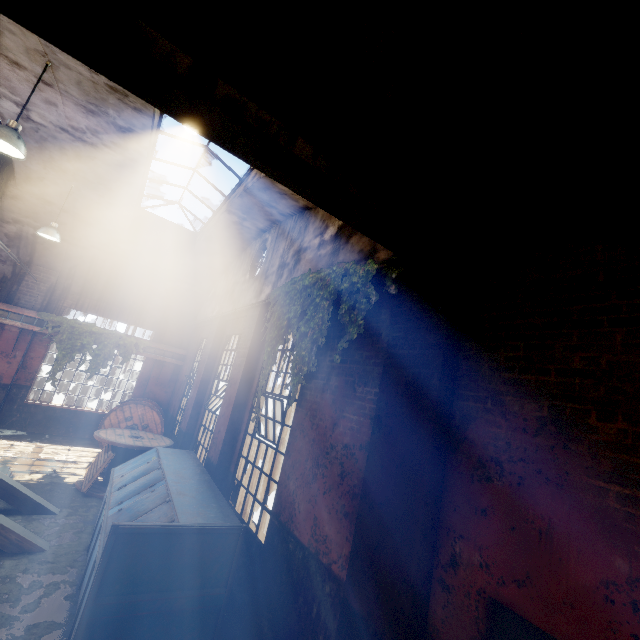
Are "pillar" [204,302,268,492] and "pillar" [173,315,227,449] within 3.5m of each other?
yes

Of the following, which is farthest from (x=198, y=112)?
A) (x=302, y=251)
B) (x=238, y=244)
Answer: (x=238, y=244)

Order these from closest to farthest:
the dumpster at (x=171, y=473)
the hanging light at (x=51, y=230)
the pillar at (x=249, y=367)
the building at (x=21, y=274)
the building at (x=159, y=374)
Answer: the dumpster at (x=171, y=473)
the building at (x=21, y=274)
the pillar at (x=249, y=367)
the hanging light at (x=51, y=230)
the building at (x=159, y=374)

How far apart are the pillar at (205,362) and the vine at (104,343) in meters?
3.9

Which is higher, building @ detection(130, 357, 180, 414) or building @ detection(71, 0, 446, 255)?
building @ detection(71, 0, 446, 255)

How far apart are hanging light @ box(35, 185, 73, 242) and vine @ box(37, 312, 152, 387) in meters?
3.5 m

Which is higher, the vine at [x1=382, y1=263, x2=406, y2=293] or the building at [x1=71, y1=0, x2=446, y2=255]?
the building at [x1=71, y1=0, x2=446, y2=255]

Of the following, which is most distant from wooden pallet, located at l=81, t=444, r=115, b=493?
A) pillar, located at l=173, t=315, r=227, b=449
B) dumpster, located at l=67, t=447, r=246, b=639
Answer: pillar, located at l=173, t=315, r=227, b=449
